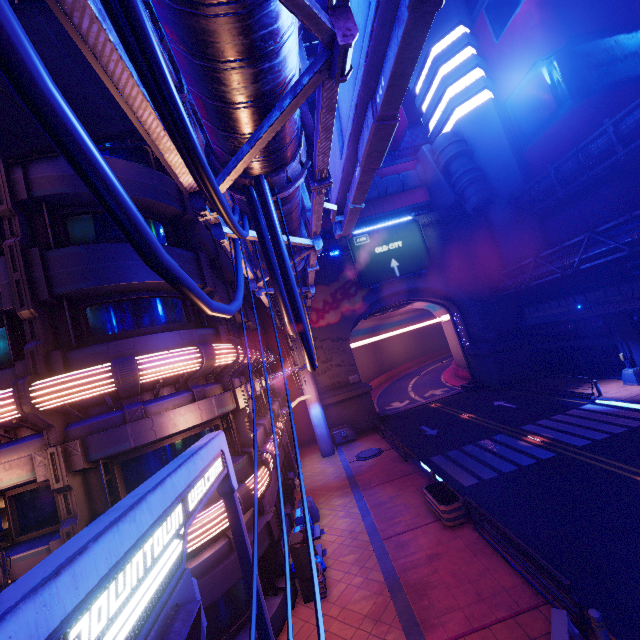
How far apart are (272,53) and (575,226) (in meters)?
32.87

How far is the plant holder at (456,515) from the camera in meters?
12.6

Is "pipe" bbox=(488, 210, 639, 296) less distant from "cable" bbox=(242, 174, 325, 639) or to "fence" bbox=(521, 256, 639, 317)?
"fence" bbox=(521, 256, 639, 317)

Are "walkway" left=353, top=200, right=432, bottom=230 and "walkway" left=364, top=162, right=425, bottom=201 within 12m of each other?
yes

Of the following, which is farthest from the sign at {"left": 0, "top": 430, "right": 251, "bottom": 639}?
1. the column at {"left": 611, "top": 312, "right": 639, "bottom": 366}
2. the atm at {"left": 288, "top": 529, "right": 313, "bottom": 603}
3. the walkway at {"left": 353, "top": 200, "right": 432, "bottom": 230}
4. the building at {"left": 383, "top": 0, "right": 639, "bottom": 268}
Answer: the building at {"left": 383, "top": 0, "right": 639, "bottom": 268}

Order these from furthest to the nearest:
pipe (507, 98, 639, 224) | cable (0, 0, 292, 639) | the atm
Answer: pipe (507, 98, 639, 224) < the atm < cable (0, 0, 292, 639)

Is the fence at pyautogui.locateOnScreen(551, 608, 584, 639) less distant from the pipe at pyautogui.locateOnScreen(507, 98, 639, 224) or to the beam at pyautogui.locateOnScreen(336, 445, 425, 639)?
the beam at pyautogui.locateOnScreen(336, 445, 425, 639)

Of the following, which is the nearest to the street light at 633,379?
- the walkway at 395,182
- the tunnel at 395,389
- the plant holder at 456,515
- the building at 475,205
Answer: the building at 475,205
